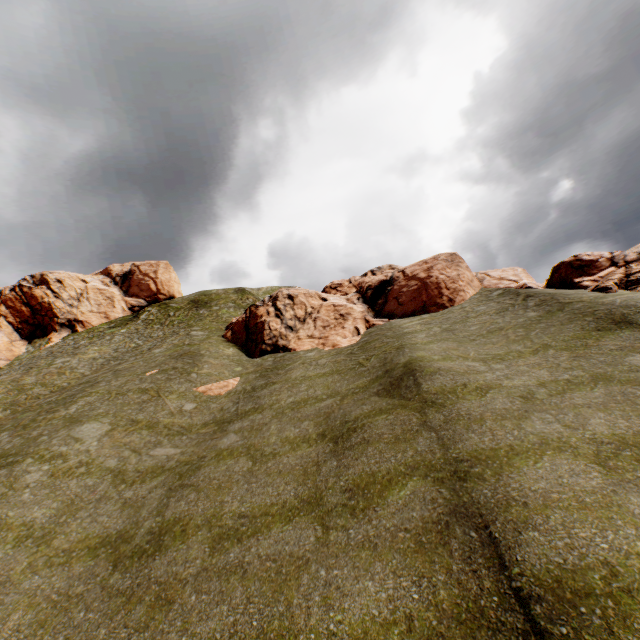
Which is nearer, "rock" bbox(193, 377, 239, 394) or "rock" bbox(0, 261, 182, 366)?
"rock" bbox(193, 377, 239, 394)

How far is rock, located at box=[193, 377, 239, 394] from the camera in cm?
2013

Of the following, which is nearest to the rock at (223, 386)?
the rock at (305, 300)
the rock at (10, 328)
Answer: the rock at (305, 300)

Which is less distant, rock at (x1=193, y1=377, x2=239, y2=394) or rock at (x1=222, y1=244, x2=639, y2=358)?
rock at (x1=193, y1=377, x2=239, y2=394)

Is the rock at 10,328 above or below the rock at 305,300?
above

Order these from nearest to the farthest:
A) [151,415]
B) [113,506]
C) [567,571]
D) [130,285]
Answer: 1. [567,571]
2. [113,506]
3. [151,415]
4. [130,285]

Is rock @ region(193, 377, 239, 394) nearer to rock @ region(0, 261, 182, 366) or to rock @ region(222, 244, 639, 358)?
rock @ region(222, 244, 639, 358)
